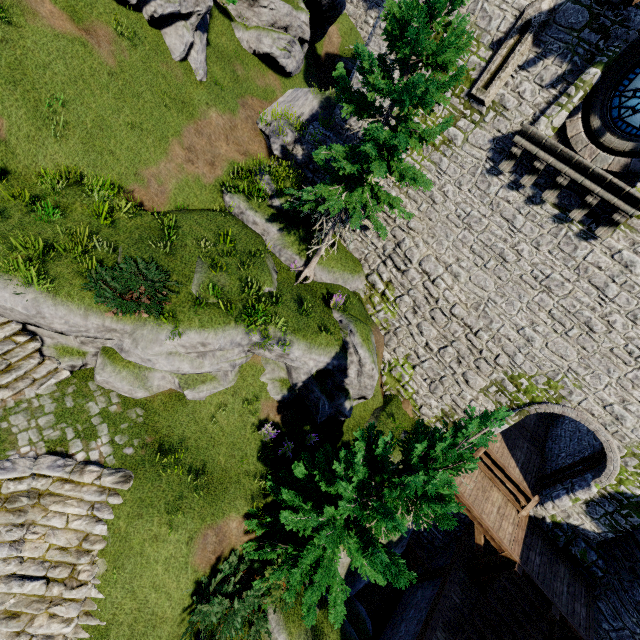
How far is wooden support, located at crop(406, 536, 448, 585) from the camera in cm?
1315

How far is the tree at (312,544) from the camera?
6.1 meters

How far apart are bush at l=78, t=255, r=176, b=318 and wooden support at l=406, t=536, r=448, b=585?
13.5 meters

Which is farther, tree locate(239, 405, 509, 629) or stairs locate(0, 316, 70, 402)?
stairs locate(0, 316, 70, 402)

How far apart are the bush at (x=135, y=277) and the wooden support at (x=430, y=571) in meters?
13.5 m

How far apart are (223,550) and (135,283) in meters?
7.8

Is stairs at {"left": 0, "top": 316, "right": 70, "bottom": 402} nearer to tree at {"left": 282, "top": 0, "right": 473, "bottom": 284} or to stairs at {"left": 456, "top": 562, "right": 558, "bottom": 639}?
tree at {"left": 282, "top": 0, "right": 473, "bottom": 284}

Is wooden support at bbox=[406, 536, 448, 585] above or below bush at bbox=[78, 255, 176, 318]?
below
